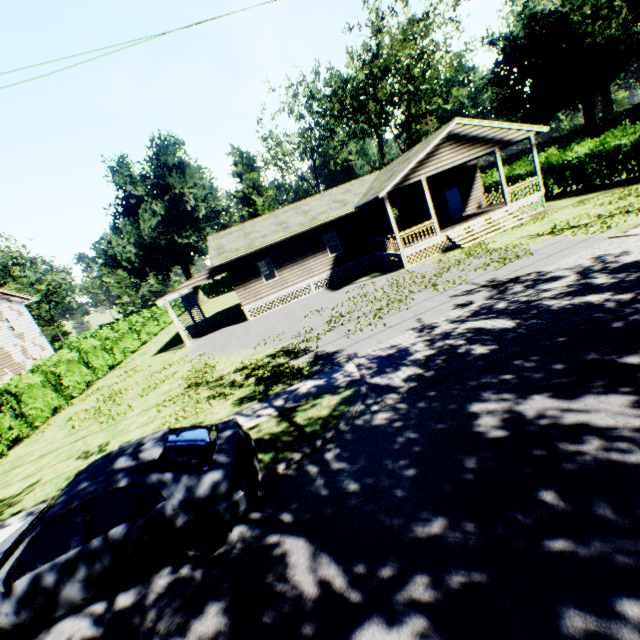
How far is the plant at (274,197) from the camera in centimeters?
4856cm

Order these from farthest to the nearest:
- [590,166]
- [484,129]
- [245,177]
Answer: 1. [245,177]
2. [590,166]
3. [484,129]

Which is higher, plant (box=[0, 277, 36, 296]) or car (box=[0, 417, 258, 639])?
plant (box=[0, 277, 36, 296])

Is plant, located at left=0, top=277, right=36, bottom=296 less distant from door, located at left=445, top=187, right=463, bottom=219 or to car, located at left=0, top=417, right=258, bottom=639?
car, located at left=0, top=417, right=258, bottom=639

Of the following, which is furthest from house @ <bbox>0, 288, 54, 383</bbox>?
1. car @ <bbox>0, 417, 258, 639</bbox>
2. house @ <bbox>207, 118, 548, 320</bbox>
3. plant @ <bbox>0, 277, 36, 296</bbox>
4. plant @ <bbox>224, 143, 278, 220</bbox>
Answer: plant @ <bbox>224, 143, 278, 220</bbox>

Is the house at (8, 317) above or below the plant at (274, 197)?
below

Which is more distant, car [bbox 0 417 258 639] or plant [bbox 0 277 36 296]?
plant [bbox 0 277 36 296]

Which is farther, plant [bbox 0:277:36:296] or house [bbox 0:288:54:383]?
plant [bbox 0:277:36:296]
